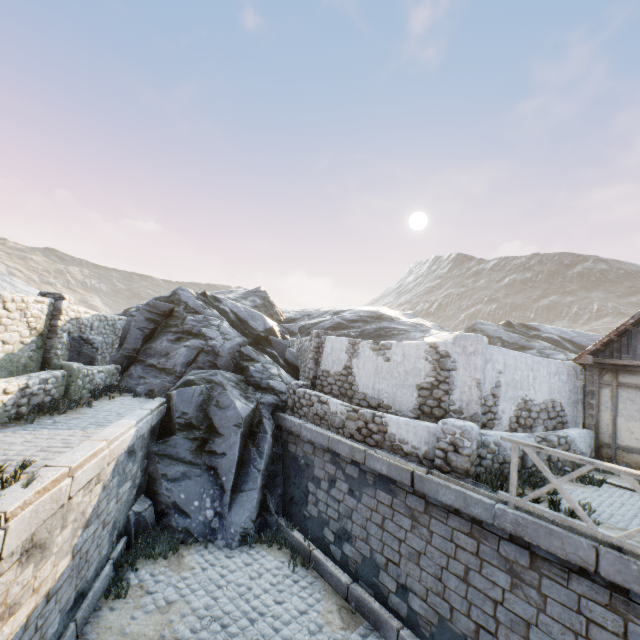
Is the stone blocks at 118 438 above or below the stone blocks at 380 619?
above

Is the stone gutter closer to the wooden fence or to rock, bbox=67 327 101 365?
the wooden fence

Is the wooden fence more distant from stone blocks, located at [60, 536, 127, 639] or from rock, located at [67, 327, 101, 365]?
rock, located at [67, 327, 101, 365]

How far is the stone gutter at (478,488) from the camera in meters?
6.0

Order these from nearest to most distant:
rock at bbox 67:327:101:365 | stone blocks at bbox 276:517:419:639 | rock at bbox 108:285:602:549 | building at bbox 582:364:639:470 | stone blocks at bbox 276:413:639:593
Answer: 1. stone blocks at bbox 276:413:639:593
2. stone blocks at bbox 276:517:419:639
3. building at bbox 582:364:639:470
4. rock at bbox 108:285:602:549
5. rock at bbox 67:327:101:365

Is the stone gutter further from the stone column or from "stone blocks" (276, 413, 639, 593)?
the stone column

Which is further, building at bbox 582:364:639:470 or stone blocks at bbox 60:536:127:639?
→ building at bbox 582:364:639:470

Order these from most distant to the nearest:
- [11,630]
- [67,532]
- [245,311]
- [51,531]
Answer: [245,311] → [67,532] → [51,531] → [11,630]
